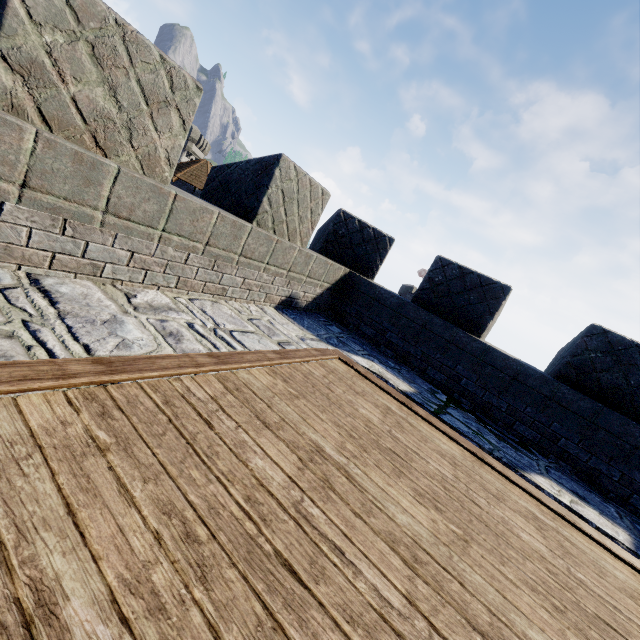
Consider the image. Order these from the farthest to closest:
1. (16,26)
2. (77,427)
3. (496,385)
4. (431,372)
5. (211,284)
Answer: (431,372) → (496,385) → (211,284) → (16,26) → (77,427)
